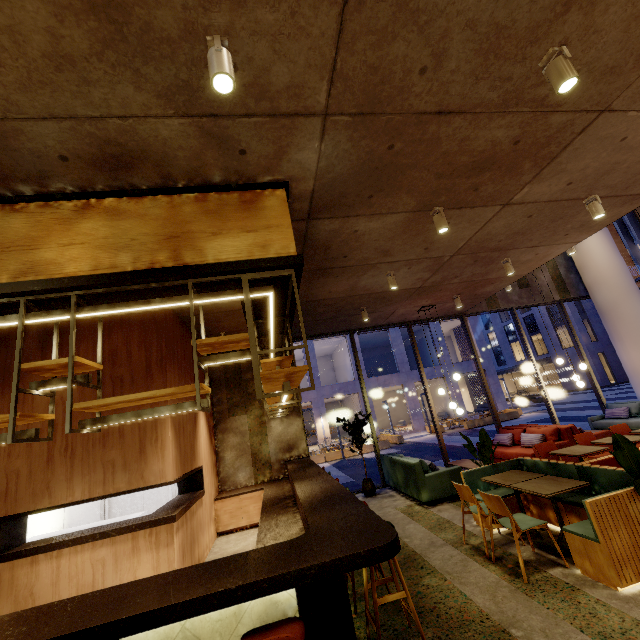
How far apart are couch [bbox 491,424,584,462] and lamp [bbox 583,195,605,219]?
5.0 meters

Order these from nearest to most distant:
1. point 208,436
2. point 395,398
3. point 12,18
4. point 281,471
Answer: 1. point 12,18
2. point 208,436
3. point 281,471
4. point 395,398

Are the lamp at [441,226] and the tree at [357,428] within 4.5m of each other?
no

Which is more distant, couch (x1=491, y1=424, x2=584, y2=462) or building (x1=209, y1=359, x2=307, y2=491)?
building (x1=209, y1=359, x2=307, y2=491)

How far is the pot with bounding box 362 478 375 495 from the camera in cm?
821

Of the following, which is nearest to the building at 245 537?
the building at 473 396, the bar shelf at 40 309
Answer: the bar shelf at 40 309

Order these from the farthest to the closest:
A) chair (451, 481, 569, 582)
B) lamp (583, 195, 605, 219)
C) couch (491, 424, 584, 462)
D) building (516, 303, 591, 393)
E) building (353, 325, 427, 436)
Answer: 1. building (516, 303, 591, 393)
2. building (353, 325, 427, 436)
3. couch (491, 424, 584, 462)
4. lamp (583, 195, 605, 219)
5. chair (451, 481, 569, 582)

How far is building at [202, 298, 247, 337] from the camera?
6.4m
